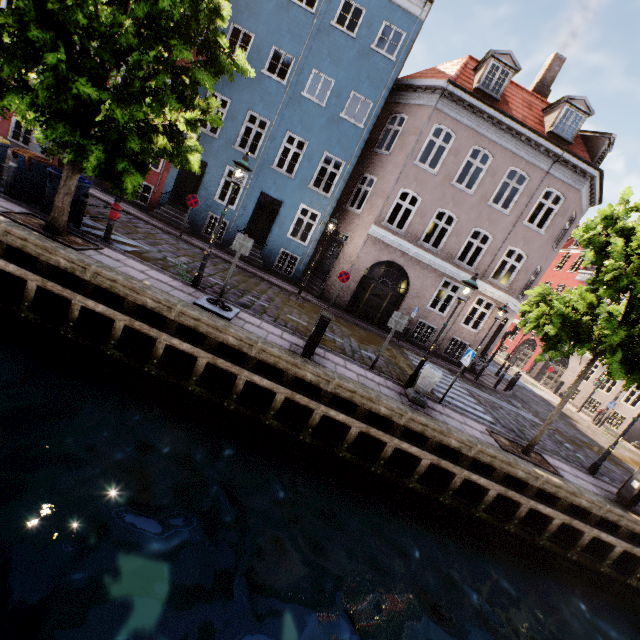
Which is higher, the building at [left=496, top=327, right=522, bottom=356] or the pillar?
the building at [left=496, top=327, right=522, bottom=356]

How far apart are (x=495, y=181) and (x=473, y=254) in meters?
12.2

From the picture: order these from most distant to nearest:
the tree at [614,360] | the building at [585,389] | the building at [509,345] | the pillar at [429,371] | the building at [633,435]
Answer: the building at [509,345]
the building at [585,389]
the building at [633,435]
the pillar at [429,371]
the tree at [614,360]

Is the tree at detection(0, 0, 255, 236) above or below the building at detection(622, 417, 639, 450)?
above

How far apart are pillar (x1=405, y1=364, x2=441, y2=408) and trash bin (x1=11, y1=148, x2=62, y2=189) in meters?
12.3

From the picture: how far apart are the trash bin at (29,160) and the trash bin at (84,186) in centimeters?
35cm

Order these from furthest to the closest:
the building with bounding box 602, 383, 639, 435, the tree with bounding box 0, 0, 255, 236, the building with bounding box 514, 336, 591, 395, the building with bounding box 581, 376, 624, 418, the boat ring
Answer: the building with bounding box 514, 336, 591, 395, the building with bounding box 581, 376, 624, 418, the building with bounding box 602, 383, 639, 435, the boat ring, the tree with bounding box 0, 0, 255, 236

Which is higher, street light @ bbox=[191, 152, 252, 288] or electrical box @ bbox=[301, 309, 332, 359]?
street light @ bbox=[191, 152, 252, 288]
